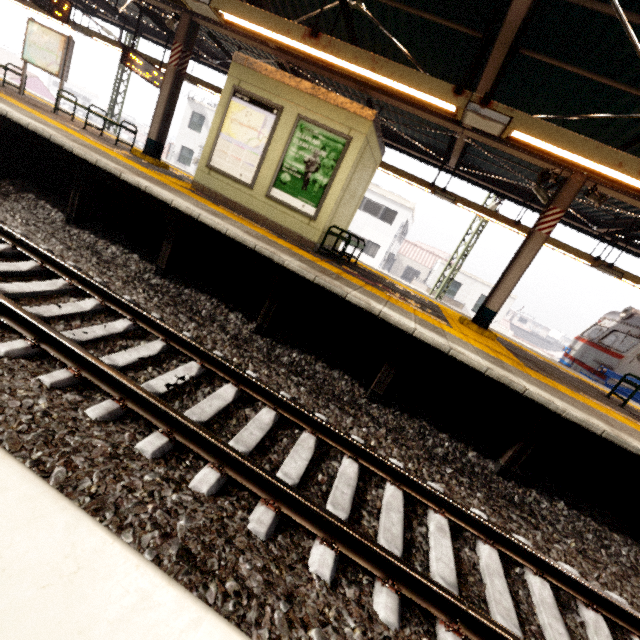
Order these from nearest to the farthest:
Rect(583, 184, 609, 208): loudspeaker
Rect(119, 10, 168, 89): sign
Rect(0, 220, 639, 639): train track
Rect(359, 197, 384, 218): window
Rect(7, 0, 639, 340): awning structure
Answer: Rect(0, 220, 639, 639): train track < Rect(7, 0, 639, 340): awning structure < Rect(583, 184, 609, 208): loudspeaker < Rect(119, 10, 168, 89): sign < Rect(359, 197, 384, 218): window

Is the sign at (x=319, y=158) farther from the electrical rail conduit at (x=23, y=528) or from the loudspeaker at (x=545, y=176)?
the electrical rail conduit at (x=23, y=528)

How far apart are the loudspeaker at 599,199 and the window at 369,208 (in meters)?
21.04

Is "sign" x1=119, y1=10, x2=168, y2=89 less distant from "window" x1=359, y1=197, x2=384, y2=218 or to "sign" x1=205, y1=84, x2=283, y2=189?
"sign" x1=205, y1=84, x2=283, y2=189

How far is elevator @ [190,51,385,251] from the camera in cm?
651

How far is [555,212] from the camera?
6.57m

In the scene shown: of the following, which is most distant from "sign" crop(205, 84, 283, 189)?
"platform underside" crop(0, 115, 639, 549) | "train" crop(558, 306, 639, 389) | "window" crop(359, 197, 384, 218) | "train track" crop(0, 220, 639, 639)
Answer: "window" crop(359, 197, 384, 218)

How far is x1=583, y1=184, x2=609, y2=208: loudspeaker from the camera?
6.29m
